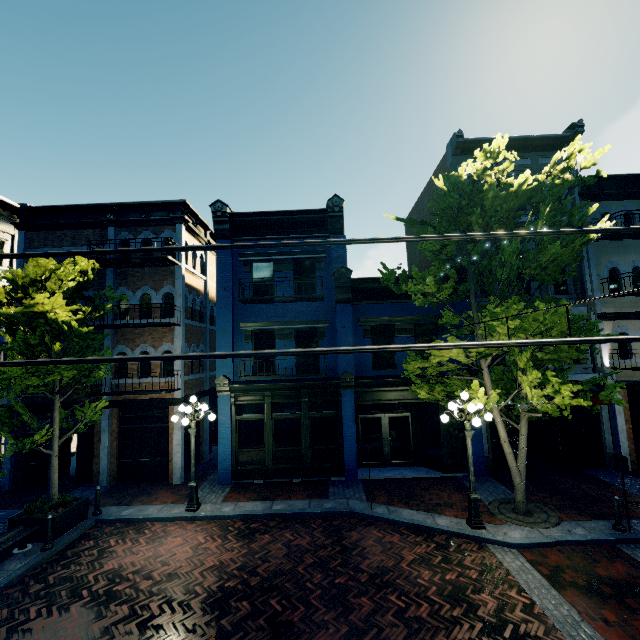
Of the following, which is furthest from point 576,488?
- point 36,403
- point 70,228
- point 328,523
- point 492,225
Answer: point 70,228

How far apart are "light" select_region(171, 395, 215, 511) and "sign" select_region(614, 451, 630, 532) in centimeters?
1179cm

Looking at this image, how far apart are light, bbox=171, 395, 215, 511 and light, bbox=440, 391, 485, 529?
7.3m

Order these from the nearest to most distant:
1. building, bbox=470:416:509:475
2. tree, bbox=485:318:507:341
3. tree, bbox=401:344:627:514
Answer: tree, bbox=485:318:507:341, tree, bbox=401:344:627:514, building, bbox=470:416:509:475

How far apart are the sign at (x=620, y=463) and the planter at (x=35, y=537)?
15.4m

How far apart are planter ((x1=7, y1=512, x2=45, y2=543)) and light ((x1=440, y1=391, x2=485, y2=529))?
11.23m

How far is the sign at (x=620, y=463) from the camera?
8.3 meters

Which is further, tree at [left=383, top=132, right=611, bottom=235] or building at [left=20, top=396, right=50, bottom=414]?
building at [left=20, top=396, right=50, bottom=414]
